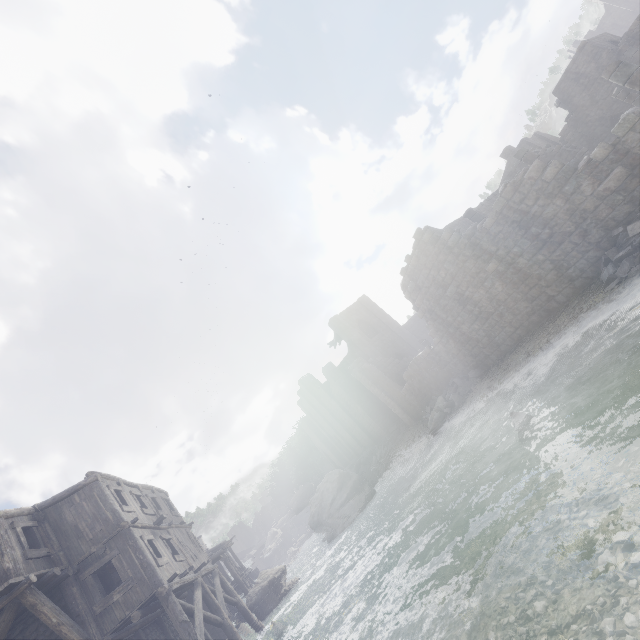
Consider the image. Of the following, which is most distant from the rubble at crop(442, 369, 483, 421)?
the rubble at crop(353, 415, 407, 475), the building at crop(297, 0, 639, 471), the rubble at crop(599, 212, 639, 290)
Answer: the rubble at crop(599, 212, 639, 290)

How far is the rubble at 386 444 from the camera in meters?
29.2

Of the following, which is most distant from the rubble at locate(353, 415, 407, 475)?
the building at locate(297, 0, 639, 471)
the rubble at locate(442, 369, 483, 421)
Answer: the rubble at locate(442, 369, 483, 421)

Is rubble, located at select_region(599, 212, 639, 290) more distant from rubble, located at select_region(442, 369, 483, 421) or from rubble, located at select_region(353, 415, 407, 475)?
rubble, located at select_region(353, 415, 407, 475)

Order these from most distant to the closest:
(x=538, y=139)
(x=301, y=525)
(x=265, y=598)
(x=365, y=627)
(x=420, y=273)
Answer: (x=301, y=525) → (x=538, y=139) → (x=265, y=598) → (x=420, y=273) → (x=365, y=627)

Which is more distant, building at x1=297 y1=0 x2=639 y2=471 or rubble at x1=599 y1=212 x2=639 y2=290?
building at x1=297 y1=0 x2=639 y2=471

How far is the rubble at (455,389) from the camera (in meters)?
18.27
